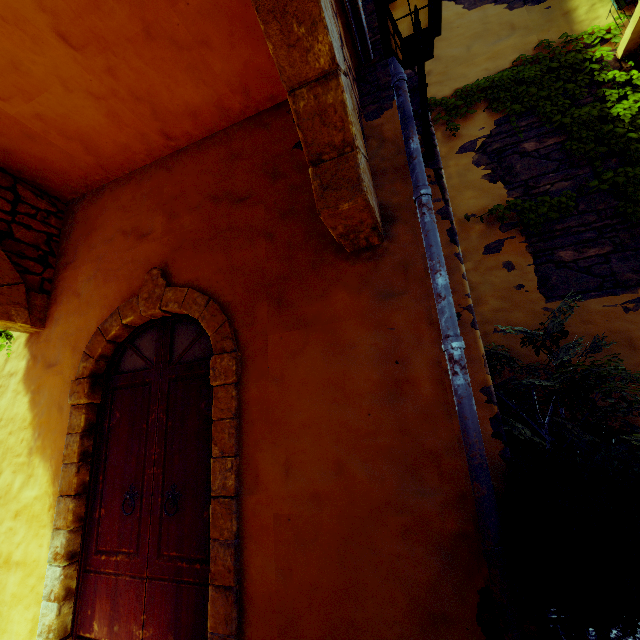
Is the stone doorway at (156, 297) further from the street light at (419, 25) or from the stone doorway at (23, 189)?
the street light at (419, 25)

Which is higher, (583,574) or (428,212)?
(428,212)

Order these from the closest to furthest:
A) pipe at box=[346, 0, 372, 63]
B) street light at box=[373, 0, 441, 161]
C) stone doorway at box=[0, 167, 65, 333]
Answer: street light at box=[373, 0, 441, 161] < pipe at box=[346, 0, 372, 63] < stone doorway at box=[0, 167, 65, 333]

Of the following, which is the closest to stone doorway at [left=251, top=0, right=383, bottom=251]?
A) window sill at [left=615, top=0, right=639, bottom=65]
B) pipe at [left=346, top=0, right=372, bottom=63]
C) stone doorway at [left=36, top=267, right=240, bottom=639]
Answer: pipe at [left=346, top=0, right=372, bottom=63]

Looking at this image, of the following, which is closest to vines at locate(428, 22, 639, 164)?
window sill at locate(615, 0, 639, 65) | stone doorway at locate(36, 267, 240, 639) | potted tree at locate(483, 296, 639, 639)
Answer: window sill at locate(615, 0, 639, 65)

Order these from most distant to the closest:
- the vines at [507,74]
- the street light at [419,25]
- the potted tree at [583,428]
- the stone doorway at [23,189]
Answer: the stone doorway at [23,189] < the vines at [507,74] < the street light at [419,25] < the potted tree at [583,428]

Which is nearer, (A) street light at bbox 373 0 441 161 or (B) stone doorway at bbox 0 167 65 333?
(A) street light at bbox 373 0 441 161

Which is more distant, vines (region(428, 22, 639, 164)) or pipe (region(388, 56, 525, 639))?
vines (region(428, 22, 639, 164))
